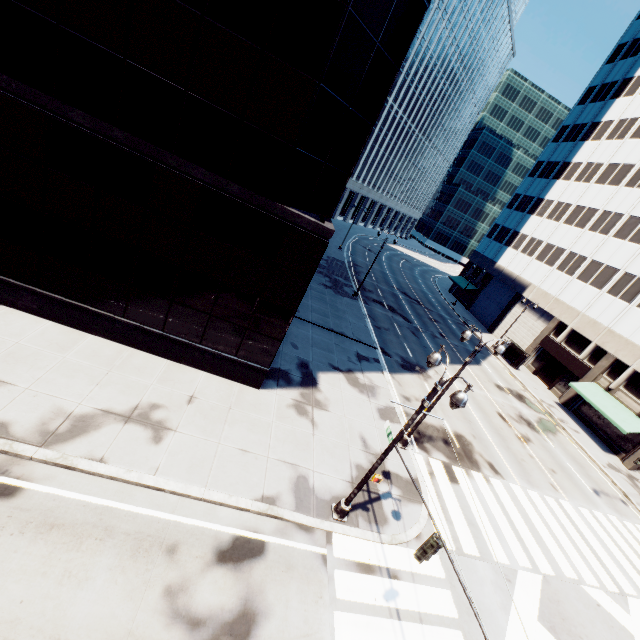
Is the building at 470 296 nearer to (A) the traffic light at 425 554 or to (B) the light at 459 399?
(B) the light at 459 399

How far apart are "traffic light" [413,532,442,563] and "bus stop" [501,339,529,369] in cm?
3696

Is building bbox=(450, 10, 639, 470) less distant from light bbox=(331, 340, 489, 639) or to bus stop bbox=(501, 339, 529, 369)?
bus stop bbox=(501, 339, 529, 369)

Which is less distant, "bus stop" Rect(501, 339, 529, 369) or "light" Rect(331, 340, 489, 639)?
"light" Rect(331, 340, 489, 639)

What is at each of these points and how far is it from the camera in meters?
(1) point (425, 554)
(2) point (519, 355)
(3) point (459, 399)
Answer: (1) traffic light, 7.7 m
(2) bus stop, 38.5 m
(3) light, 8.3 m

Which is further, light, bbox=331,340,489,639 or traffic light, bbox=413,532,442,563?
traffic light, bbox=413,532,442,563

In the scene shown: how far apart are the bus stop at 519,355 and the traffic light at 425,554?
37.0 meters

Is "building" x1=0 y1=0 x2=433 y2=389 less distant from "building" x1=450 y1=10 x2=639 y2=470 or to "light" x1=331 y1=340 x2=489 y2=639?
"light" x1=331 y1=340 x2=489 y2=639
